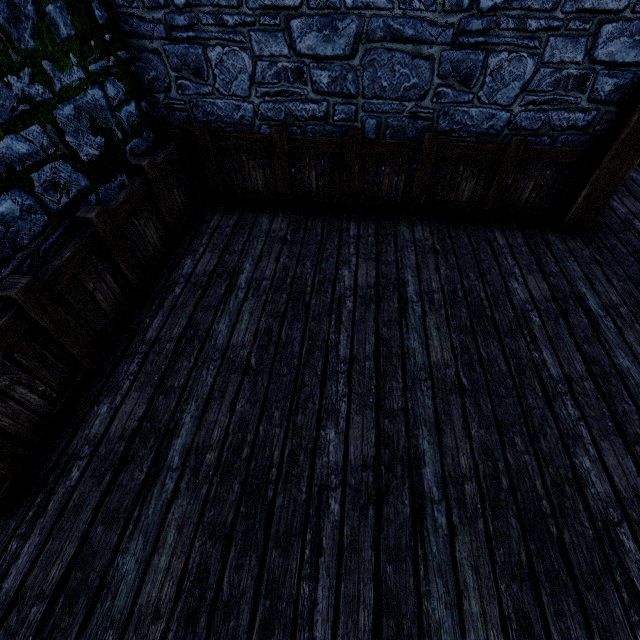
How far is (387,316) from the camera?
3.5m

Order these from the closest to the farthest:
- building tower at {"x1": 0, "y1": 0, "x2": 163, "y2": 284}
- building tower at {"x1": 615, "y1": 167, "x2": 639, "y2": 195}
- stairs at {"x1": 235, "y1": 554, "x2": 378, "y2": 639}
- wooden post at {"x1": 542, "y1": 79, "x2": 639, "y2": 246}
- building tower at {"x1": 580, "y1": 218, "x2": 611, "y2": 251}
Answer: stairs at {"x1": 235, "y1": 554, "x2": 378, "y2": 639}
building tower at {"x1": 0, "y1": 0, "x2": 163, "y2": 284}
wooden post at {"x1": 542, "y1": 79, "x2": 639, "y2": 246}
building tower at {"x1": 580, "y1": 218, "x2": 611, "y2": 251}
building tower at {"x1": 615, "y1": 167, "x2": 639, "y2": 195}

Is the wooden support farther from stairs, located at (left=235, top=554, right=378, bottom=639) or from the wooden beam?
the wooden beam

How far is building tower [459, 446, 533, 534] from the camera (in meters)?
2.27

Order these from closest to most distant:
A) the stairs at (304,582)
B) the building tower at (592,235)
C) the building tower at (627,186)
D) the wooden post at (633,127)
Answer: the stairs at (304,582) < the wooden post at (633,127) < the building tower at (592,235) < the building tower at (627,186)

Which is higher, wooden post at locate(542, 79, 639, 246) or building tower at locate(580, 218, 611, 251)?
wooden post at locate(542, 79, 639, 246)

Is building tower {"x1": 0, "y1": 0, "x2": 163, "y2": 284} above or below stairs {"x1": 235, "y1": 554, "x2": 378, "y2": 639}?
above

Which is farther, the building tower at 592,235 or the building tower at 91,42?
the building tower at 592,235
